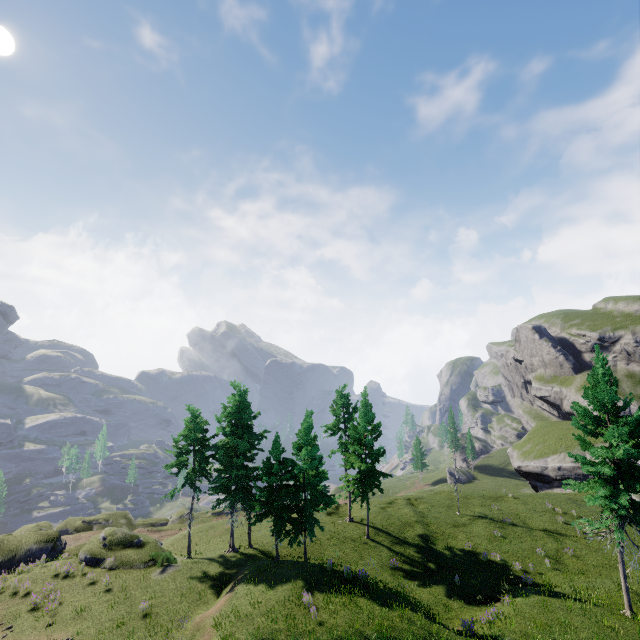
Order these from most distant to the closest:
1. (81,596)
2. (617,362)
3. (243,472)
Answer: (617,362) → (243,472) → (81,596)
